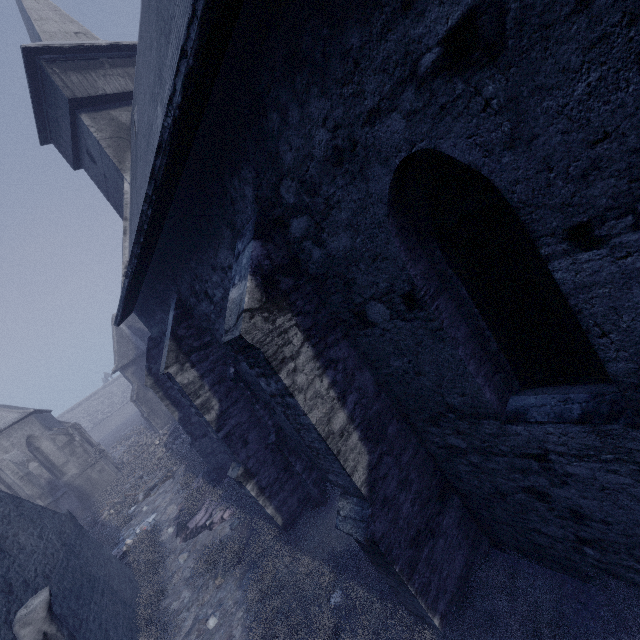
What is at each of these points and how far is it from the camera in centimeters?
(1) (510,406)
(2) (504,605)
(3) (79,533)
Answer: (1) building, 343cm
(2) instancedfoliageactor, 400cm
(3) building, 921cm

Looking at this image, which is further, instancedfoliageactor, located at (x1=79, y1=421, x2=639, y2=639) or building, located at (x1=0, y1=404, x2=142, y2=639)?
building, located at (x1=0, y1=404, x2=142, y2=639)

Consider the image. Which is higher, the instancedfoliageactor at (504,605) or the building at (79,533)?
the building at (79,533)

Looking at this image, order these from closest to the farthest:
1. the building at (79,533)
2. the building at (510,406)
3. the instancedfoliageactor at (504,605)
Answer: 1. the building at (510,406)
2. the instancedfoliageactor at (504,605)
3. the building at (79,533)

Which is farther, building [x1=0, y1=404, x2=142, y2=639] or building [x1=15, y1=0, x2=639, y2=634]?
building [x1=0, y1=404, x2=142, y2=639]

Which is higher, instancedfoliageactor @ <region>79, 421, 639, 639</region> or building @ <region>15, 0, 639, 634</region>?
building @ <region>15, 0, 639, 634</region>

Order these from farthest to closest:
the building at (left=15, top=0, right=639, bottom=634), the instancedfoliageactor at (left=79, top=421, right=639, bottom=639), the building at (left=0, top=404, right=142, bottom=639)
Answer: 1. the building at (left=0, top=404, right=142, bottom=639)
2. the instancedfoliageactor at (left=79, top=421, right=639, bottom=639)
3. the building at (left=15, top=0, right=639, bottom=634)
